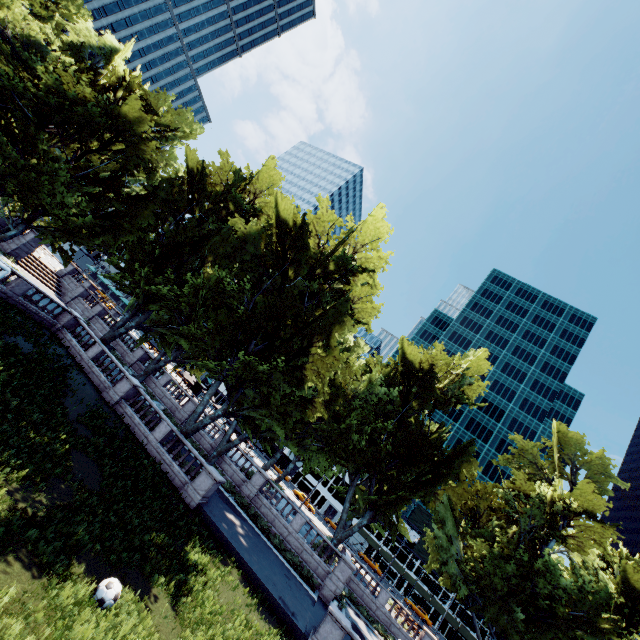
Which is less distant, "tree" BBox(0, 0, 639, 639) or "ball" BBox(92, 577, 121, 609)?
"ball" BBox(92, 577, 121, 609)

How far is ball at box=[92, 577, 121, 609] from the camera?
8.58m

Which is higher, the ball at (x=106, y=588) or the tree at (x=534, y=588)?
the tree at (x=534, y=588)

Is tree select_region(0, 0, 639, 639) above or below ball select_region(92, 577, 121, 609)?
above

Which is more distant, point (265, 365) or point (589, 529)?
point (589, 529)

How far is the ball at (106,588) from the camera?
8.6 meters
